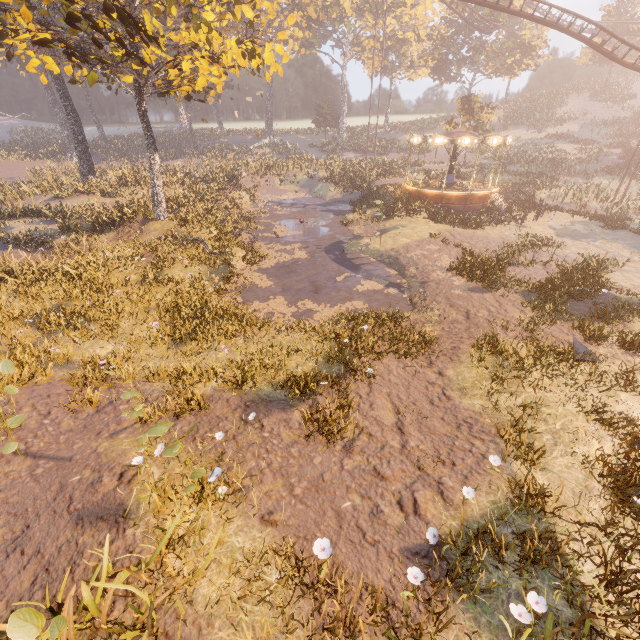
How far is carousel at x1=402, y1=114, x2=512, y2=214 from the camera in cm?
2322

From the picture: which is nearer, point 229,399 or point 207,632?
point 207,632

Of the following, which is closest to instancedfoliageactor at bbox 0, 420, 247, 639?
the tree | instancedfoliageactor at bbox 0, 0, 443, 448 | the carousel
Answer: the tree

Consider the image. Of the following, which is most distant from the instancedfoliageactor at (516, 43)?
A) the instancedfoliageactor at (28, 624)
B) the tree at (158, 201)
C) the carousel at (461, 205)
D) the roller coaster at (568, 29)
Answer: the instancedfoliageactor at (28, 624)

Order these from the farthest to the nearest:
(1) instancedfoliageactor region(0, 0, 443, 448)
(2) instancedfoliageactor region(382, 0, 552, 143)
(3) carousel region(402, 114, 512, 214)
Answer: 1. (2) instancedfoliageactor region(382, 0, 552, 143)
2. (3) carousel region(402, 114, 512, 214)
3. (1) instancedfoliageactor region(0, 0, 443, 448)

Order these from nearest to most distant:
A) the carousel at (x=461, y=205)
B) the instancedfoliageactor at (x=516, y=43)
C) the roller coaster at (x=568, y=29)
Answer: Answer:
1. the roller coaster at (x=568, y=29)
2. the carousel at (x=461, y=205)
3. the instancedfoliageactor at (x=516, y=43)

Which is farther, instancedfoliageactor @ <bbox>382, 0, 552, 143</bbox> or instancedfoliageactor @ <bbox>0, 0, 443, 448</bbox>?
instancedfoliageactor @ <bbox>382, 0, 552, 143</bbox>

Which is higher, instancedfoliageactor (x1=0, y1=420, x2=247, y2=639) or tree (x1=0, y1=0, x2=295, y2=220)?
tree (x1=0, y1=0, x2=295, y2=220)
